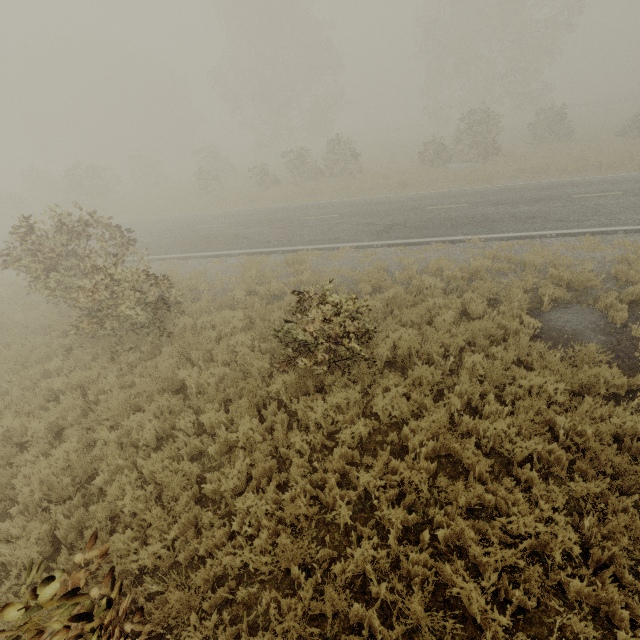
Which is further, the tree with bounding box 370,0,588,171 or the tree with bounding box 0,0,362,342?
the tree with bounding box 370,0,588,171

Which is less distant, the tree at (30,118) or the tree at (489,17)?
the tree at (30,118)

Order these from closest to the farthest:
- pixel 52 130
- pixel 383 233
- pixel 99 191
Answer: pixel 383 233 → pixel 99 191 → pixel 52 130
